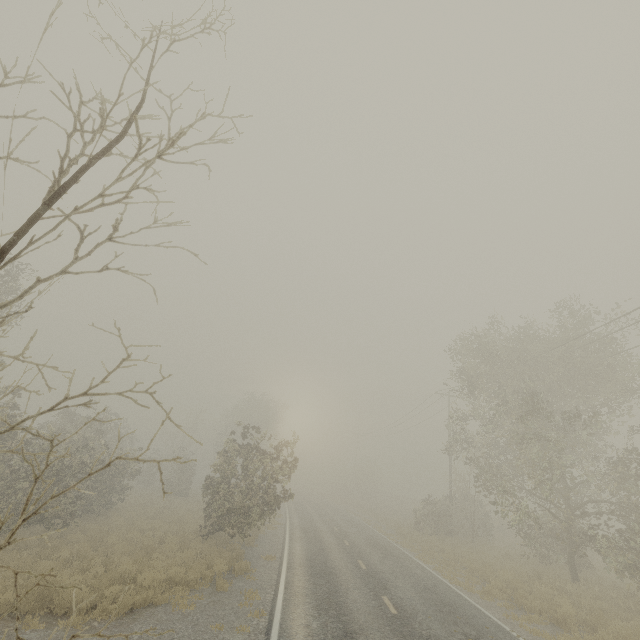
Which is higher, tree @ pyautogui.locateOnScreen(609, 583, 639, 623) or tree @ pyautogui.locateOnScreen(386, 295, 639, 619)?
tree @ pyautogui.locateOnScreen(386, 295, 639, 619)

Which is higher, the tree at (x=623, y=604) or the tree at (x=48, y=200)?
the tree at (x=48, y=200)

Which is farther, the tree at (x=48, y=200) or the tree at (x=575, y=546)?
the tree at (x=575, y=546)

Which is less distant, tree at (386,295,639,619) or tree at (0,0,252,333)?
tree at (0,0,252,333)

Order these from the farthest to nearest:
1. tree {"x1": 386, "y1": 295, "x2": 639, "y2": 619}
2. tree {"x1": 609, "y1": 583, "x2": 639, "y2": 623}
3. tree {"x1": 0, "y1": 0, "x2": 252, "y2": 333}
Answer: tree {"x1": 386, "y1": 295, "x2": 639, "y2": 619}
tree {"x1": 609, "y1": 583, "x2": 639, "y2": 623}
tree {"x1": 0, "y1": 0, "x2": 252, "y2": 333}

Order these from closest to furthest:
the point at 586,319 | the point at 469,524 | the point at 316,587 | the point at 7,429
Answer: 1. the point at 7,429
2. the point at 316,587
3. the point at 586,319
4. the point at 469,524
